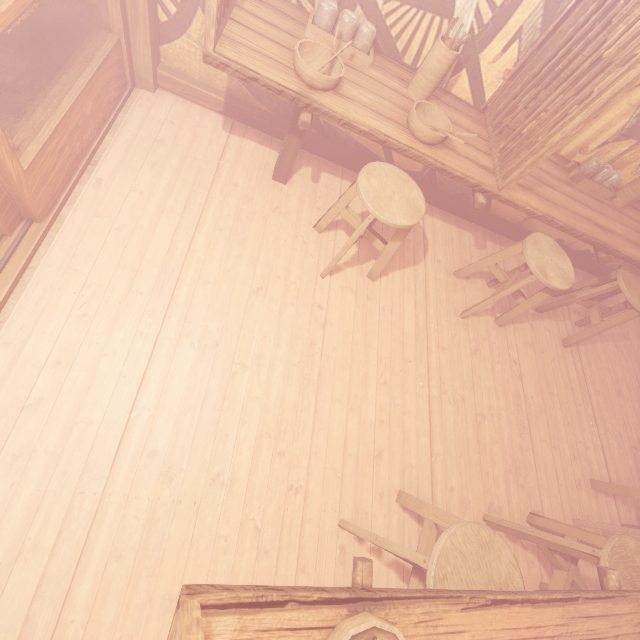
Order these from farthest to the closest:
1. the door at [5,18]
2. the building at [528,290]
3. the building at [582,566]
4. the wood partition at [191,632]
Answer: the building at [528,290] < the building at [582,566] < the door at [5,18] < the wood partition at [191,632]

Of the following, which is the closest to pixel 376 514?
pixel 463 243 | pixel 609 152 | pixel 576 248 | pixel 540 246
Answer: pixel 540 246

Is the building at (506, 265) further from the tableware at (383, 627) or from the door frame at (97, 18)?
the tableware at (383, 627)

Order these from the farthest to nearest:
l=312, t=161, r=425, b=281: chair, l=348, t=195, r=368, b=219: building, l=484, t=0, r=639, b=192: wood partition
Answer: l=348, t=195, r=368, b=219: building, l=312, t=161, r=425, b=281: chair, l=484, t=0, r=639, b=192: wood partition

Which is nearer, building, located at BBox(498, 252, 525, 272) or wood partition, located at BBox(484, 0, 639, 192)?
wood partition, located at BBox(484, 0, 639, 192)

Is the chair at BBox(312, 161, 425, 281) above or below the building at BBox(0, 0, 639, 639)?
above

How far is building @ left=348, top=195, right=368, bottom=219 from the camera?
5.21m
